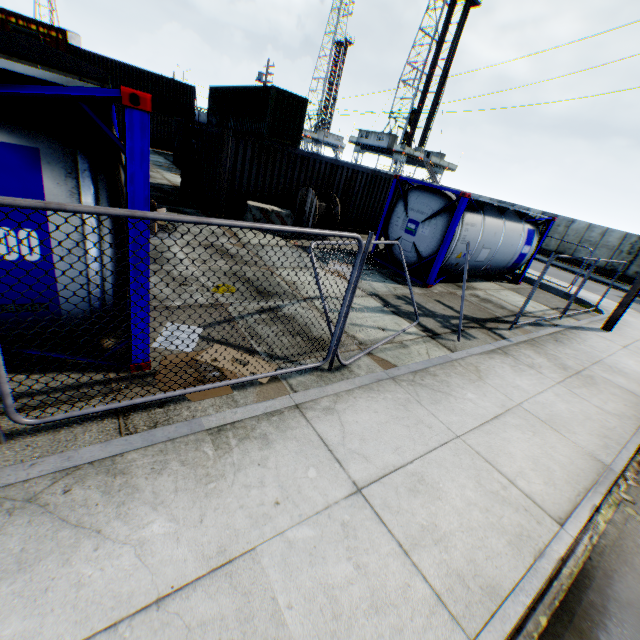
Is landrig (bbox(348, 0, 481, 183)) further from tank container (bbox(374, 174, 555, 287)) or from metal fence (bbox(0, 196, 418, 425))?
metal fence (bbox(0, 196, 418, 425))

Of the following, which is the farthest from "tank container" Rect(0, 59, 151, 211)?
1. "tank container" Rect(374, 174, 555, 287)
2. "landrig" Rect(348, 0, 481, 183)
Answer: "landrig" Rect(348, 0, 481, 183)

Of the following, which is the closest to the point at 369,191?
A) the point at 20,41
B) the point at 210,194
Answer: the point at 210,194

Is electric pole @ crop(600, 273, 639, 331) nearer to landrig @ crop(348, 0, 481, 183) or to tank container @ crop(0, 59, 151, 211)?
tank container @ crop(0, 59, 151, 211)

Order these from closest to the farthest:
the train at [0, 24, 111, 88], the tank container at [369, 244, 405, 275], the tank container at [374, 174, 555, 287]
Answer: the train at [0, 24, 111, 88], the tank container at [374, 174, 555, 287], the tank container at [369, 244, 405, 275]

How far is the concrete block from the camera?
11.7 meters

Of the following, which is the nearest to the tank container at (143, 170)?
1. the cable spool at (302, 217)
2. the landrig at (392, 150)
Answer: the cable spool at (302, 217)

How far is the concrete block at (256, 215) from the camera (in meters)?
11.70
